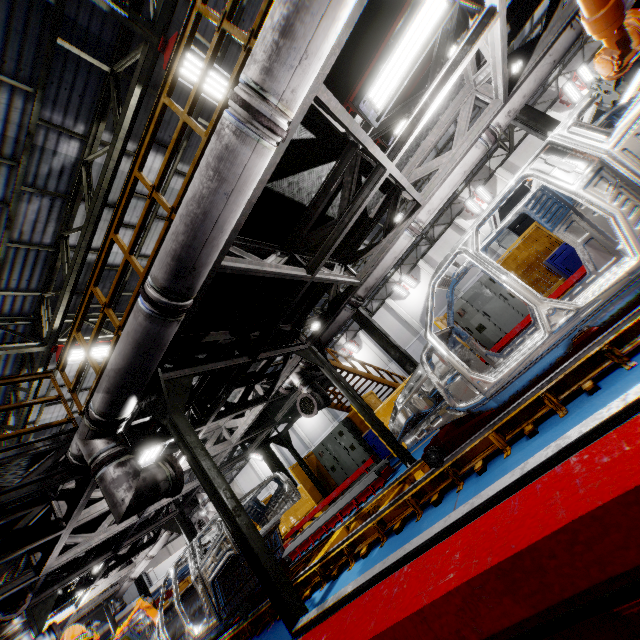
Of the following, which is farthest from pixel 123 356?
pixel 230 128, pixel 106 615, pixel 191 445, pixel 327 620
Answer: pixel 106 615

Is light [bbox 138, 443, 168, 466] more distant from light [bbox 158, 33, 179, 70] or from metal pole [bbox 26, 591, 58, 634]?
light [bbox 158, 33, 179, 70]

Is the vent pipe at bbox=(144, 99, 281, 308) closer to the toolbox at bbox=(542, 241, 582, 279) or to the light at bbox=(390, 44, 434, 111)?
the light at bbox=(390, 44, 434, 111)

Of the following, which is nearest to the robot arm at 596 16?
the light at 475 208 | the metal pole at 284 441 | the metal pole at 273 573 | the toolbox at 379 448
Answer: the metal pole at 273 573

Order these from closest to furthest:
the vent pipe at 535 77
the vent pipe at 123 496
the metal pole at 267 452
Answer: the vent pipe at 123 496 < the vent pipe at 535 77 < the metal pole at 267 452

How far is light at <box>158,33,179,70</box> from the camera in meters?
5.5

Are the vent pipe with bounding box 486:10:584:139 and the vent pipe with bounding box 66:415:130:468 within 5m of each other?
yes

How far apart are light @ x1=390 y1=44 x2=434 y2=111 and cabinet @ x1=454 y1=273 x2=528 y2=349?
6.19m
